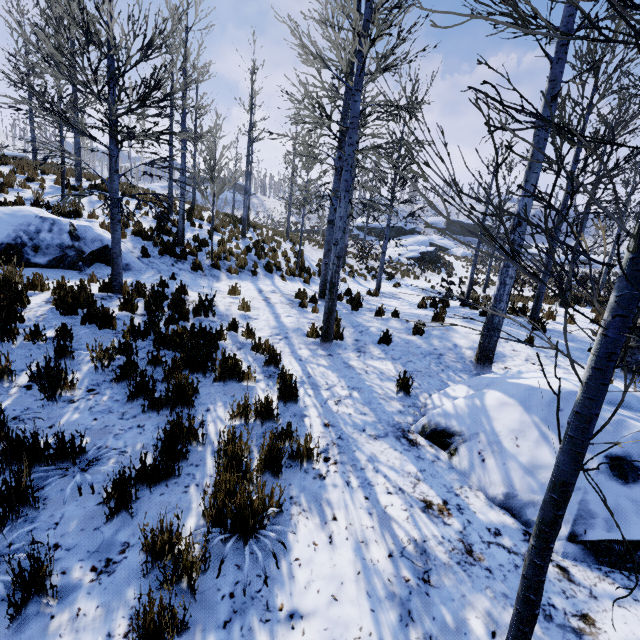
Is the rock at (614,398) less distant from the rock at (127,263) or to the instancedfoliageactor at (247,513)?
the instancedfoliageactor at (247,513)

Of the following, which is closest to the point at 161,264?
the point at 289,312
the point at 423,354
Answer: the point at 289,312

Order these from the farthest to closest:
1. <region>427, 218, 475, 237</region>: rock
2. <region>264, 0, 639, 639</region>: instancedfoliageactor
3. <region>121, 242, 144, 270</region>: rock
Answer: <region>427, 218, 475, 237</region>: rock
<region>121, 242, 144, 270</region>: rock
<region>264, 0, 639, 639</region>: instancedfoliageactor

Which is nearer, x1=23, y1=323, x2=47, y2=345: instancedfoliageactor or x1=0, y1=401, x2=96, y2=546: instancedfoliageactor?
x1=0, y1=401, x2=96, y2=546: instancedfoliageactor

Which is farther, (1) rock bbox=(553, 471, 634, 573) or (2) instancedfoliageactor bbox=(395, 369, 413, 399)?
(2) instancedfoliageactor bbox=(395, 369, 413, 399)

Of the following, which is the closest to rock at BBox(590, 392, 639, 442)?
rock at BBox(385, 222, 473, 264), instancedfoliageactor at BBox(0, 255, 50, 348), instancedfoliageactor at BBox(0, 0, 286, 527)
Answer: instancedfoliageactor at BBox(0, 0, 286, 527)

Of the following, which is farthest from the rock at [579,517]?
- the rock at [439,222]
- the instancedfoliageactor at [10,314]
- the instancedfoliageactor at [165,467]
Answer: the rock at [439,222]

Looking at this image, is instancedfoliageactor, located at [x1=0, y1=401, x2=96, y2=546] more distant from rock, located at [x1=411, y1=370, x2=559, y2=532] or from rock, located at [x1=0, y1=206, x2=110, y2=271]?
rock, located at [x1=411, y1=370, x2=559, y2=532]
